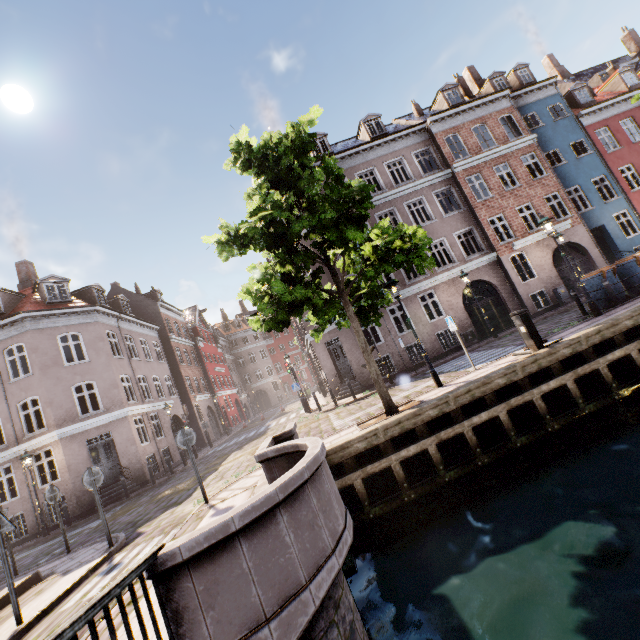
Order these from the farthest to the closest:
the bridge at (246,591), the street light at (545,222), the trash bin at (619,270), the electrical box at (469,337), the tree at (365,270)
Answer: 1. the electrical box at (469,337)
2. the trash bin at (619,270)
3. the street light at (545,222)
4. the tree at (365,270)
5. the bridge at (246,591)

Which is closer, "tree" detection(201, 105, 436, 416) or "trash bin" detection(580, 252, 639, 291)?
"tree" detection(201, 105, 436, 416)

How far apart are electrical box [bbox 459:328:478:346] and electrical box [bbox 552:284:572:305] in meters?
5.3

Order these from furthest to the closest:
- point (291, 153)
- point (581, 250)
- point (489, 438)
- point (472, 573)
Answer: point (581, 250)
point (291, 153)
point (489, 438)
point (472, 573)

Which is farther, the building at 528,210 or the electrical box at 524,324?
the building at 528,210

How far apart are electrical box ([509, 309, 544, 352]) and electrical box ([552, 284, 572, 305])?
11.9m

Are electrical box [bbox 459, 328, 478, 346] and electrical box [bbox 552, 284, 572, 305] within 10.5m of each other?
yes

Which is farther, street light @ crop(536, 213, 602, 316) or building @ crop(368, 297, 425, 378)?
building @ crop(368, 297, 425, 378)
